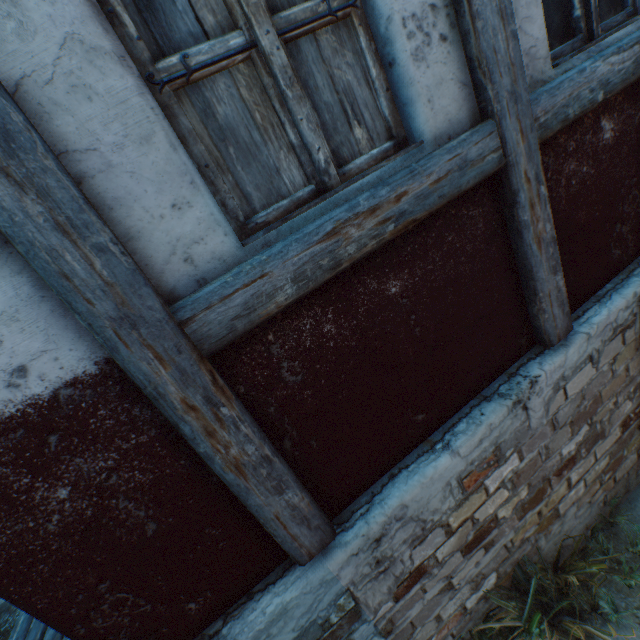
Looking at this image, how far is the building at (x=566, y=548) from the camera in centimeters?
260cm

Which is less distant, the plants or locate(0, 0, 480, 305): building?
locate(0, 0, 480, 305): building

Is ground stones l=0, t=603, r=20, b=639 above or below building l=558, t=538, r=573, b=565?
above

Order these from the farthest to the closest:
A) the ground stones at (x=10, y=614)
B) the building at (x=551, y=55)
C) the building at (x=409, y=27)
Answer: the ground stones at (x=10, y=614) < the building at (x=551, y=55) < the building at (x=409, y=27)

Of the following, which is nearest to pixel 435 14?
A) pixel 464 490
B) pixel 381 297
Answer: pixel 381 297

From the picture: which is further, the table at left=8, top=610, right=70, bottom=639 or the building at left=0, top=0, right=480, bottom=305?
the table at left=8, top=610, right=70, bottom=639

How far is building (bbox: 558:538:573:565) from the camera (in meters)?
2.60

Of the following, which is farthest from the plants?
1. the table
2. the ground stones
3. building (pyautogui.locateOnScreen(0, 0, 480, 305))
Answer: the ground stones
